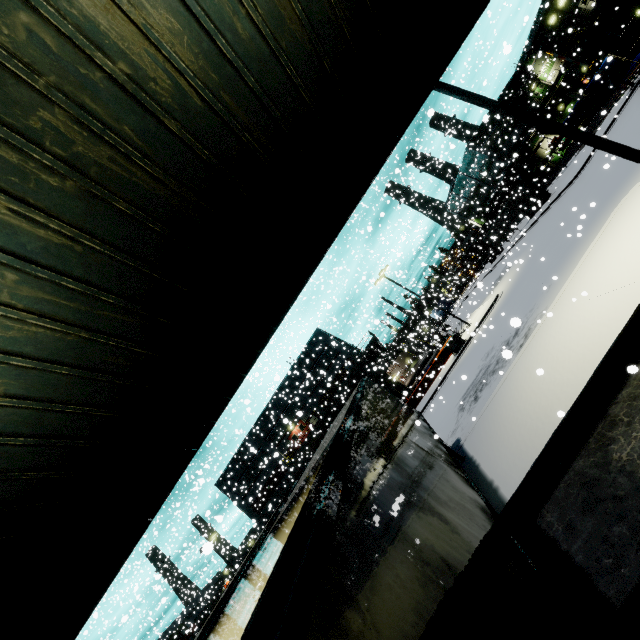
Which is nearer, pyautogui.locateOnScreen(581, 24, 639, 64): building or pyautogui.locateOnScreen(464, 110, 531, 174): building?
pyautogui.locateOnScreen(581, 24, 639, 64): building

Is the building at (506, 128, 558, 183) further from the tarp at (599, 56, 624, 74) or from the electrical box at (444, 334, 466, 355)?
the electrical box at (444, 334, 466, 355)

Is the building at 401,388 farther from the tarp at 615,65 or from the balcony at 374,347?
the tarp at 615,65

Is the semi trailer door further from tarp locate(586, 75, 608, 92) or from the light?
the light

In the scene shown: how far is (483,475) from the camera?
8.22m

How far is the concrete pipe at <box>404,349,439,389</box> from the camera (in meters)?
41.50

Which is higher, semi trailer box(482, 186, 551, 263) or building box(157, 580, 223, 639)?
building box(157, 580, 223, 639)

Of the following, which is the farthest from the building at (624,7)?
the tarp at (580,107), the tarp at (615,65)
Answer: the tarp at (580,107)
